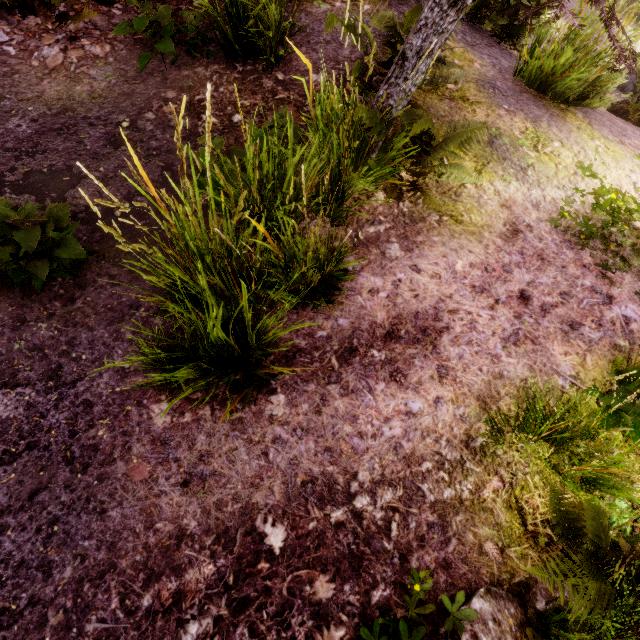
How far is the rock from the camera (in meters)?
5.97

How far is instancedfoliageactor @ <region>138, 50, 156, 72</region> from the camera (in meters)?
3.63

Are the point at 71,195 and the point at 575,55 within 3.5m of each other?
no

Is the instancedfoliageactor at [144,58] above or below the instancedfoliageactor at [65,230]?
above

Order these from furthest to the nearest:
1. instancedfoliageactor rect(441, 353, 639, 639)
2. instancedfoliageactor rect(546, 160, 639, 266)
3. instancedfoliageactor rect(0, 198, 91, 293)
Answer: instancedfoliageactor rect(546, 160, 639, 266) < instancedfoliageactor rect(0, 198, 91, 293) < instancedfoliageactor rect(441, 353, 639, 639)

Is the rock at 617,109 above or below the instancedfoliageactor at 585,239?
above

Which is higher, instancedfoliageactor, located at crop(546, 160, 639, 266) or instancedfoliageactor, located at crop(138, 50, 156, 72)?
instancedfoliageactor, located at crop(546, 160, 639, 266)

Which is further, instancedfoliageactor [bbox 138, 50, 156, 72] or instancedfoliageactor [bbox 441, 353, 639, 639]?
instancedfoliageactor [bbox 138, 50, 156, 72]
